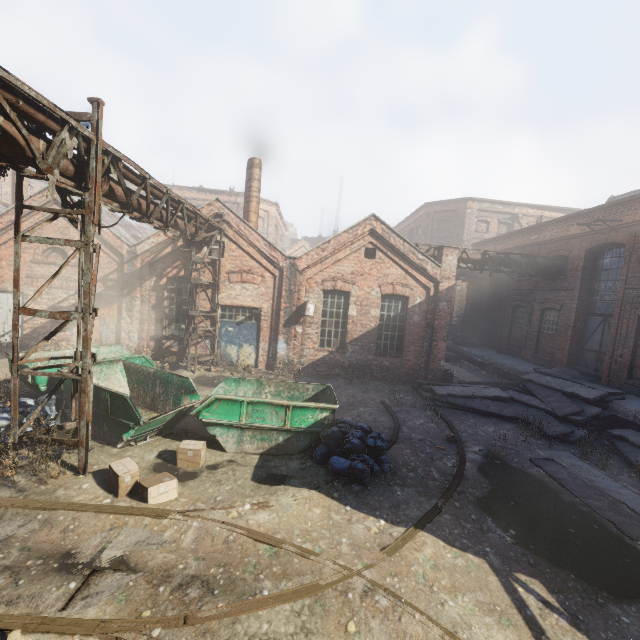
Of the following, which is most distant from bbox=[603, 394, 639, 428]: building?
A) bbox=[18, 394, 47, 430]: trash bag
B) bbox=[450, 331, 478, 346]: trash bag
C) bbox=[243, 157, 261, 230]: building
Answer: bbox=[18, 394, 47, 430]: trash bag

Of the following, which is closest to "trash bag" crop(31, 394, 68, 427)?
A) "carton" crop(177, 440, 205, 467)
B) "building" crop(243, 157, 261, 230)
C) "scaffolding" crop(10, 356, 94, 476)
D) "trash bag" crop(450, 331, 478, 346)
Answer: "scaffolding" crop(10, 356, 94, 476)

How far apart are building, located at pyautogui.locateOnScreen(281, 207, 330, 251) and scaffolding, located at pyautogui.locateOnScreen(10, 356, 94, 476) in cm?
4066

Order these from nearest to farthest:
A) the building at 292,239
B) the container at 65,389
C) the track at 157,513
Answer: the track at 157,513
the container at 65,389
the building at 292,239

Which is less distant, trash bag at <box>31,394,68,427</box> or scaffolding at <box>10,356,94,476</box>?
scaffolding at <box>10,356,94,476</box>

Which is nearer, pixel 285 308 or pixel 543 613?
pixel 543 613

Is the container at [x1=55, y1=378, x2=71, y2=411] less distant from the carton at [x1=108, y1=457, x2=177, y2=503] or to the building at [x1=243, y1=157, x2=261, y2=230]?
the carton at [x1=108, y1=457, x2=177, y2=503]

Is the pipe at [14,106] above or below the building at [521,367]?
above
